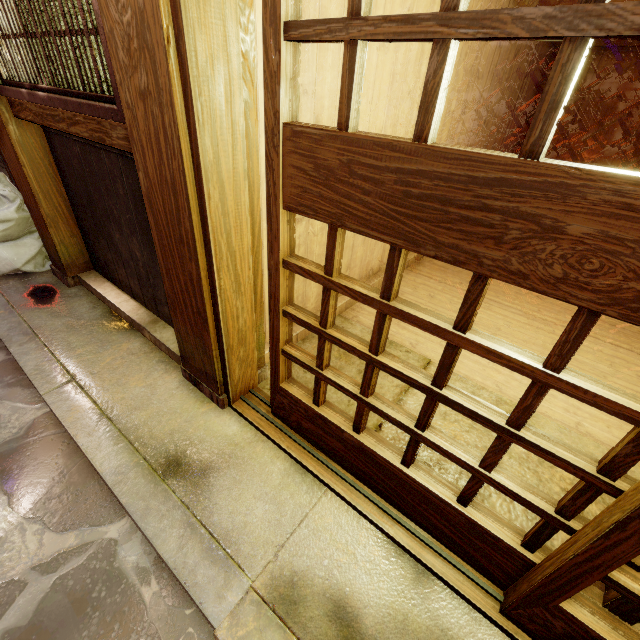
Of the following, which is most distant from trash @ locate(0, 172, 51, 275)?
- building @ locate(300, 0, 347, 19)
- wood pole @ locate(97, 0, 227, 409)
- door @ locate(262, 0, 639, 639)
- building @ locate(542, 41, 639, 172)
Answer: building @ locate(542, 41, 639, 172)

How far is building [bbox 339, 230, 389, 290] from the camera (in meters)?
5.45

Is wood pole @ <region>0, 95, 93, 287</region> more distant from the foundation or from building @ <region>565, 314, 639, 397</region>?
building @ <region>565, 314, 639, 397</region>

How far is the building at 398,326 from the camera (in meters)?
5.14

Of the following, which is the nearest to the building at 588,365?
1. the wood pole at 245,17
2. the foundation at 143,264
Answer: the wood pole at 245,17

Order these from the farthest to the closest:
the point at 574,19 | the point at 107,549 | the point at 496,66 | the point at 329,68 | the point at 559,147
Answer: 1. the point at 559,147
2. the point at 496,66
3. the point at 329,68
4. the point at 107,549
5. the point at 574,19

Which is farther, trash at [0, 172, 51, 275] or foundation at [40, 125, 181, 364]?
trash at [0, 172, 51, 275]

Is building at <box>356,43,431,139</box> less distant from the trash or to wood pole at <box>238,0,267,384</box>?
wood pole at <box>238,0,267,384</box>
